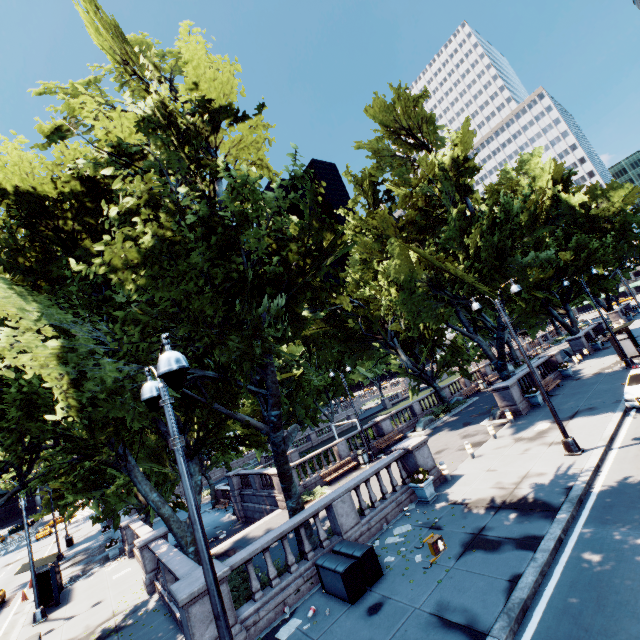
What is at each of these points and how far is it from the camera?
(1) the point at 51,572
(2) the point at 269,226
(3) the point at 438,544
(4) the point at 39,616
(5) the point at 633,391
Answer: (1) bus stop, 18.41m
(2) tree, 12.48m
(3) crosswalk signal, 6.11m
(4) light, 16.62m
(5) vehicle, 15.38m

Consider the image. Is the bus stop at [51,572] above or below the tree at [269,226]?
below

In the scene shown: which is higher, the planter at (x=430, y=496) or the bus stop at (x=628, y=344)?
the bus stop at (x=628, y=344)

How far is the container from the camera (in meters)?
9.32

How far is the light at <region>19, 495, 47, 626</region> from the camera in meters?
16.6

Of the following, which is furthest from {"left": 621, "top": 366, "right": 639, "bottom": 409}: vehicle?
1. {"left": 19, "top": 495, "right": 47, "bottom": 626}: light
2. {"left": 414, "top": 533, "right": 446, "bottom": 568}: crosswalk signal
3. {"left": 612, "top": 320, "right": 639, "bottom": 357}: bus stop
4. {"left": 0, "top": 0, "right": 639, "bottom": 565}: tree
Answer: {"left": 19, "top": 495, "right": 47, "bottom": 626}: light

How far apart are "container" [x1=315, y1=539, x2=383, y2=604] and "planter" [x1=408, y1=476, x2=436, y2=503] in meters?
4.1 m

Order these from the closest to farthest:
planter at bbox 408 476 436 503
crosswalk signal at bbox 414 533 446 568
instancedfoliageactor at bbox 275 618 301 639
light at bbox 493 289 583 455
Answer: crosswalk signal at bbox 414 533 446 568
instancedfoliageactor at bbox 275 618 301 639
light at bbox 493 289 583 455
planter at bbox 408 476 436 503
